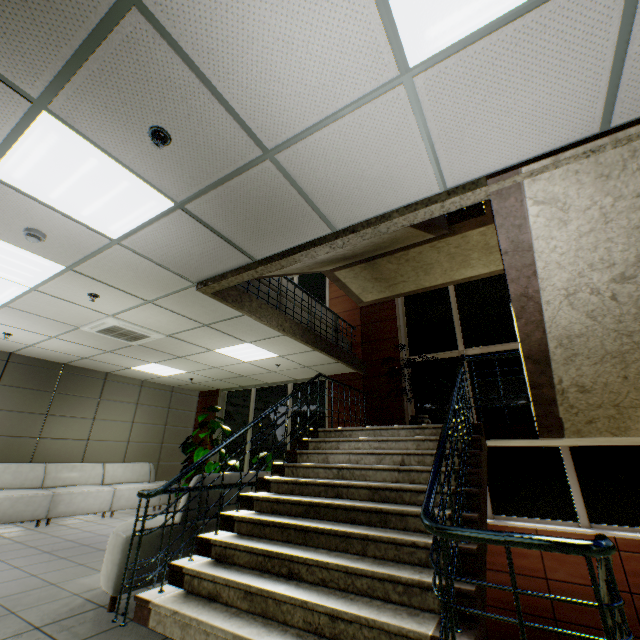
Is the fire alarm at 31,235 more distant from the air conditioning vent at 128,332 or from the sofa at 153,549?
the sofa at 153,549

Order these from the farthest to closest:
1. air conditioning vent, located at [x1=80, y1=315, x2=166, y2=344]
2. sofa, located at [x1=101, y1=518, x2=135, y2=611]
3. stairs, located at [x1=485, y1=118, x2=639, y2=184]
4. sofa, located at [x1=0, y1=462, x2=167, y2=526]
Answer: sofa, located at [x1=0, y1=462, x2=167, y2=526] < air conditioning vent, located at [x1=80, y1=315, x2=166, y2=344] < sofa, located at [x1=101, y1=518, x2=135, y2=611] < stairs, located at [x1=485, y1=118, x2=639, y2=184]

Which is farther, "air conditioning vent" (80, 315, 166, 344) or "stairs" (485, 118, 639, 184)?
"air conditioning vent" (80, 315, 166, 344)

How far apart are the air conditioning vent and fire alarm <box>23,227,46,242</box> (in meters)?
1.99

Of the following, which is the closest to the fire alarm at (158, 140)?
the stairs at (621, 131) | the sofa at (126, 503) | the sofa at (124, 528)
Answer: the stairs at (621, 131)

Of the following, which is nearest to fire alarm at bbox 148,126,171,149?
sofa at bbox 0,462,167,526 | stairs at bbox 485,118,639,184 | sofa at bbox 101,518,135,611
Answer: stairs at bbox 485,118,639,184

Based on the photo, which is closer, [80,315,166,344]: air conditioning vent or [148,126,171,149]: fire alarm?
[148,126,171,149]: fire alarm

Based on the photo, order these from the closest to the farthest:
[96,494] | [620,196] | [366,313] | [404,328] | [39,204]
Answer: [620,196] < [39,204] < [96,494] < [404,328] < [366,313]
